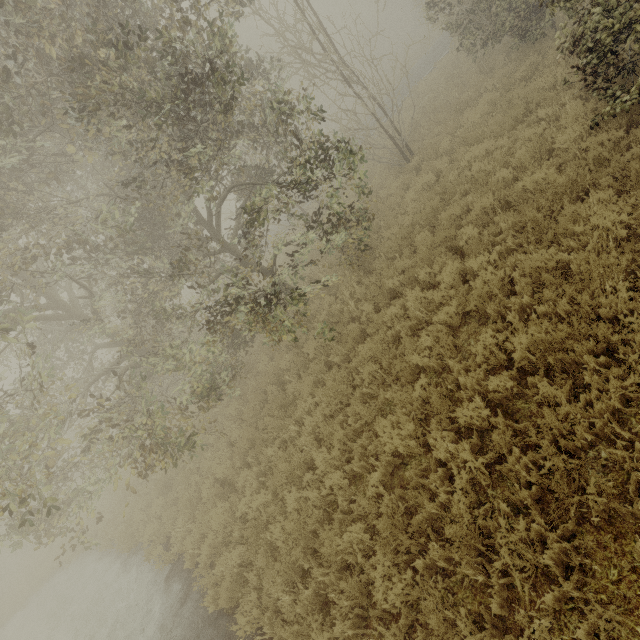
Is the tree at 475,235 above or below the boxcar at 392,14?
below

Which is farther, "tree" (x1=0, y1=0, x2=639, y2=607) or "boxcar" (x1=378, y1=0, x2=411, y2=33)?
"boxcar" (x1=378, y1=0, x2=411, y2=33)

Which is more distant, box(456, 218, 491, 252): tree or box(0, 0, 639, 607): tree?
box(456, 218, 491, 252): tree

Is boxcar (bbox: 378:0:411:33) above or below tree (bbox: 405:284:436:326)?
above

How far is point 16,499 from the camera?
5.75m

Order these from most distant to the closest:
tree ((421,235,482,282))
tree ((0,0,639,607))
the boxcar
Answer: the boxcar, tree ((421,235,482,282)), tree ((0,0,639,607))
